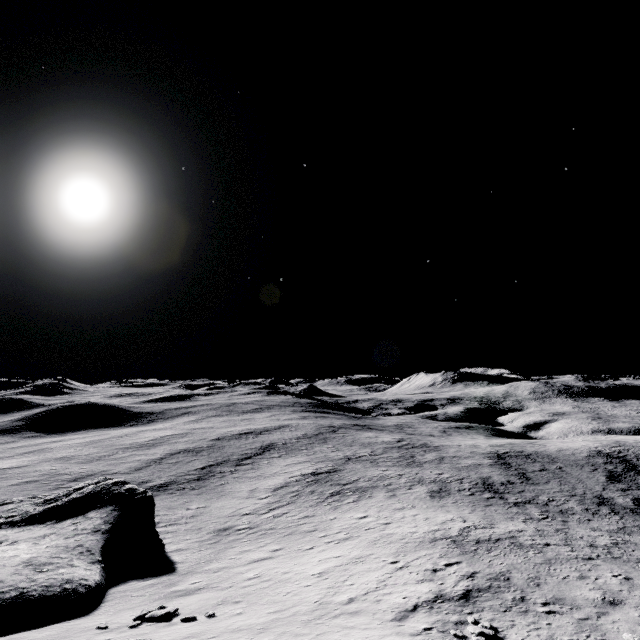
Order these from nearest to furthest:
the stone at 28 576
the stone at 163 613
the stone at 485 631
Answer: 1. the stone at 485 631
2. the stone at 163 613
3. the stone at 28 576

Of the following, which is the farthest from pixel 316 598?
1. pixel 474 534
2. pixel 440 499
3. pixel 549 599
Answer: pixel 440 499

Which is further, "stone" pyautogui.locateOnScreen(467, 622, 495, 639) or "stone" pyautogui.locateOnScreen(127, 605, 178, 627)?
"stone" pyautogui.locateOnScreen(127, 605, 178, 627)

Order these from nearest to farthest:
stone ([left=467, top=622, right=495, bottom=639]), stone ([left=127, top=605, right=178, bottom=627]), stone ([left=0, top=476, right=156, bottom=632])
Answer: stone ([left=467, top=622, right=495, bottom=639]) < stone ([left=127, top=605, right=178, bottom=627]) < stone ([left=0, top=476, right=156, bottom=632])

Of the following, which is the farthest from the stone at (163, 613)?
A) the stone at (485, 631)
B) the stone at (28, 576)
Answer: the stone at (485, 631)

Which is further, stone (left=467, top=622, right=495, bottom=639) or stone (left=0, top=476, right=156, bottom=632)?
stone (left=0, top=476, right=156, bottom=632)

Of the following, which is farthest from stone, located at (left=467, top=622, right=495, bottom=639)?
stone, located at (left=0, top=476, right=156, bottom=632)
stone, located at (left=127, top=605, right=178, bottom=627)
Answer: stone, located at (left=0, top=476, right=156, bottom=632)
